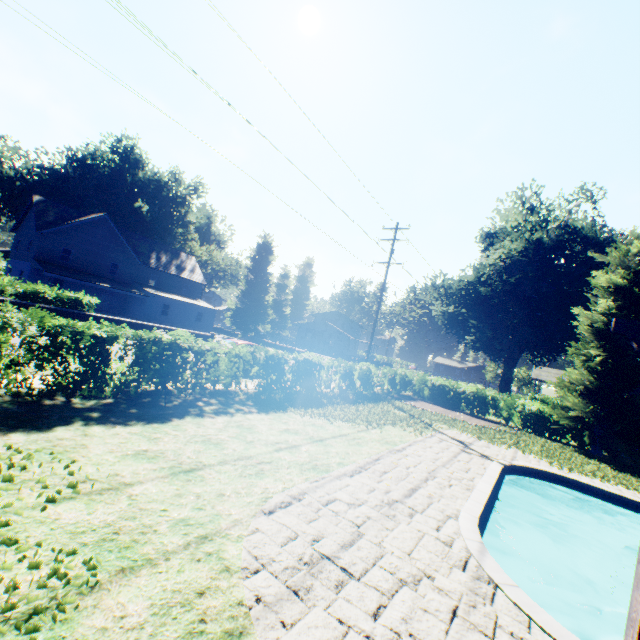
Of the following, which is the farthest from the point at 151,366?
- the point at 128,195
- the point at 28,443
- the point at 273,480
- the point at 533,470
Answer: the point at 128,195

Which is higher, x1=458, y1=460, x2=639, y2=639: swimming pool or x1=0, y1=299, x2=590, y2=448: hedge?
x1=0, y1=299, x2=590, y2=448: hedge

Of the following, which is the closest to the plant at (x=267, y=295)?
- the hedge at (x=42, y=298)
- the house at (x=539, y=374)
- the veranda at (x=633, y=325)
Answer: the house at (x=539, y=374)

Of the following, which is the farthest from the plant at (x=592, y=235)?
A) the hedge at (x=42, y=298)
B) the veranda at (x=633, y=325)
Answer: the veranda at (x=633, y=325)

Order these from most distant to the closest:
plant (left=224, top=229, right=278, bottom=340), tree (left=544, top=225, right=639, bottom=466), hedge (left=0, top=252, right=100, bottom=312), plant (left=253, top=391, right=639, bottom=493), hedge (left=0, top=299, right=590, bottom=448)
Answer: plant (left=224, top=229, right=278, bottom=340), hedge (left=0, top=252, right=100, bottom=312), tree (left=544, top=225, right=639, bottom=466), plant (left=253, top=391, right=639, bottom=493), hedge (left=0, top=299, right=590, bottom=448)

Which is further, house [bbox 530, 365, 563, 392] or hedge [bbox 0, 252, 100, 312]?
house [bbox 530, 365, 563, 392]

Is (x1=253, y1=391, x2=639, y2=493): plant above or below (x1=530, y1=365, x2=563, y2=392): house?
below

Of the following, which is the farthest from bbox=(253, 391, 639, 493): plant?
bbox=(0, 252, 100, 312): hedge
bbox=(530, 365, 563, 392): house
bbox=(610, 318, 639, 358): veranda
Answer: bbox=(610, 318, 639, 358): veranda
